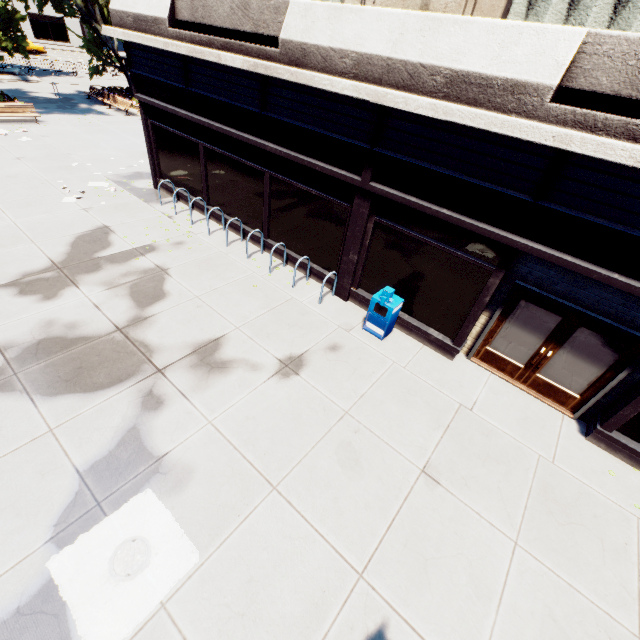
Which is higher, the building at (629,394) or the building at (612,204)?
the building at (612,204)

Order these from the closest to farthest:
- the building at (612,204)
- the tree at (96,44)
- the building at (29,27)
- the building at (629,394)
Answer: the building at (612,204) < the building at (629,394) < the tree at (96,44) < the building at (29,27)

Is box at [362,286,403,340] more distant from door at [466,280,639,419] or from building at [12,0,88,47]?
building at [12,0,88,47]

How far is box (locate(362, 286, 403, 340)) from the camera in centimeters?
762cm

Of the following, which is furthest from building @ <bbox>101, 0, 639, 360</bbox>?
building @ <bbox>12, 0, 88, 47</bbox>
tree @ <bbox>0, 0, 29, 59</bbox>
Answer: building @ <bbox>12, 0, 88, 47</bbox>

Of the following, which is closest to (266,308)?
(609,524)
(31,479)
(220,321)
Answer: (220,321)

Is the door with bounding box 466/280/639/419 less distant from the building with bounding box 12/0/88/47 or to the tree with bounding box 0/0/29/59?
the tree with bounding box 0/0/29/59

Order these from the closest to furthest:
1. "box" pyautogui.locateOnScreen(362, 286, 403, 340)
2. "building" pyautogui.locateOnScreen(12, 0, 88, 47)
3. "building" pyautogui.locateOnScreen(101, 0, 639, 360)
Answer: "building" pyautogui.locateOnScreen(101, 0, 639, 360), "box" pyautogui.locateOnScreen(362, 286, 403, 340), "building" pyautogui.locateOnScreen(12, 0, 88, 47)
